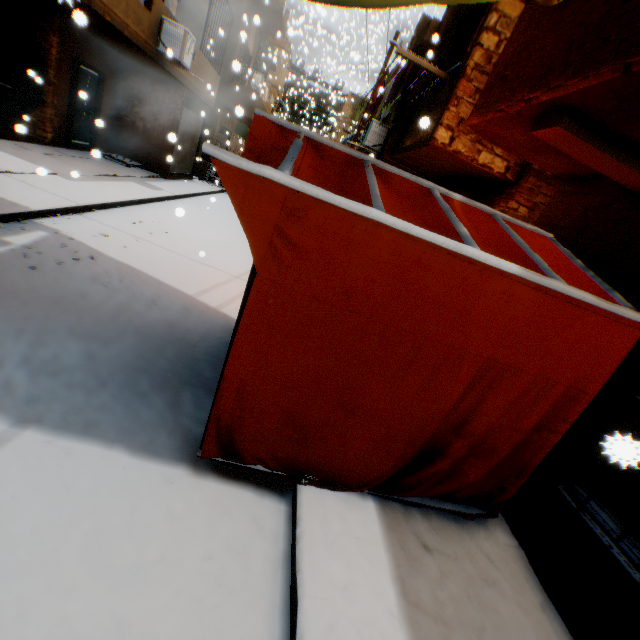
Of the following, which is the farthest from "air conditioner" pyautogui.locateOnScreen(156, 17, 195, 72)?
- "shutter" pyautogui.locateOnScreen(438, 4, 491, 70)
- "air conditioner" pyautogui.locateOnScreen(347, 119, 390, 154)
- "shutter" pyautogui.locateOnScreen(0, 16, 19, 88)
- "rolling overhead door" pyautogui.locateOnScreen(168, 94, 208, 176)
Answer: "shutter" pyautogui.locateOnScreen(438, 4, 491, 70)

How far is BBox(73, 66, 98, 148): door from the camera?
10.3 meters

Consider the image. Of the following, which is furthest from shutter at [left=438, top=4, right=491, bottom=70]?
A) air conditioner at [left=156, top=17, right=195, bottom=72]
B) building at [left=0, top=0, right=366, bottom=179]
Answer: air conditioner at [left=156, top=17, right=195, bottom=72]

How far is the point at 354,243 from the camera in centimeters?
192cm

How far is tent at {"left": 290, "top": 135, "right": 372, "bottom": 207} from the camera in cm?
218

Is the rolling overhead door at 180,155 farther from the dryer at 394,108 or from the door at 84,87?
the dryer at 394,108

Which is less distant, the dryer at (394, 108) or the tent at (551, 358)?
the tent at (551, 358)

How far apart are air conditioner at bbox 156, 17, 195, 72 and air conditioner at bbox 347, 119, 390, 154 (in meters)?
4.90
